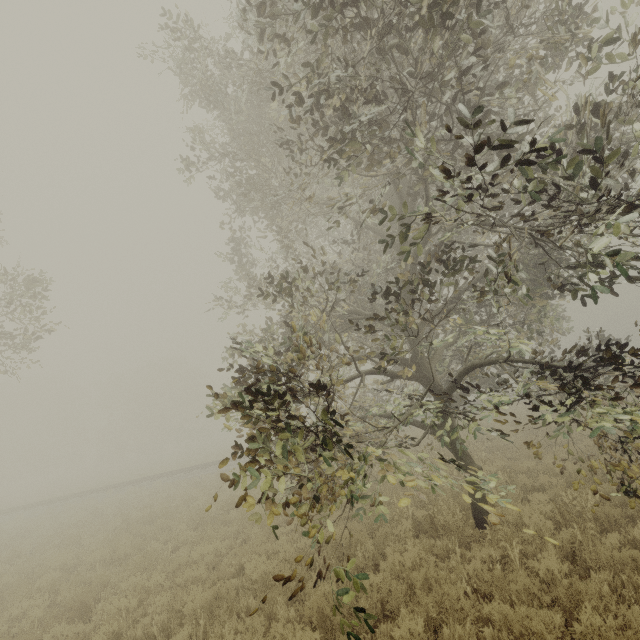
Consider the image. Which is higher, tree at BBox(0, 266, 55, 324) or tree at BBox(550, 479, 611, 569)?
tree at BBox(0, 266, 55, 324)

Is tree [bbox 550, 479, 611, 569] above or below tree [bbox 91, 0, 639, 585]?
below

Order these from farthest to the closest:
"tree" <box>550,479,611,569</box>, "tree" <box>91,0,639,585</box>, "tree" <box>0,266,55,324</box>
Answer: "tree" <box>0,266,55,324</box> < "tree" <box>550,479,611,569</box> < "tree" <box>91,0,639,585</box>

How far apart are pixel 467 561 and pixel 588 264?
5.4 meters

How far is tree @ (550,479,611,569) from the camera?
5.19m

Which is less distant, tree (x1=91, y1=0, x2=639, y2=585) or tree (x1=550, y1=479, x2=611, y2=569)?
tree (x1=91, y1=0, x2=639, y2=585)

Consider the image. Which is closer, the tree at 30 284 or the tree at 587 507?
the tree at 587 507

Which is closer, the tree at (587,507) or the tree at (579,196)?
the tree at (579,196)
